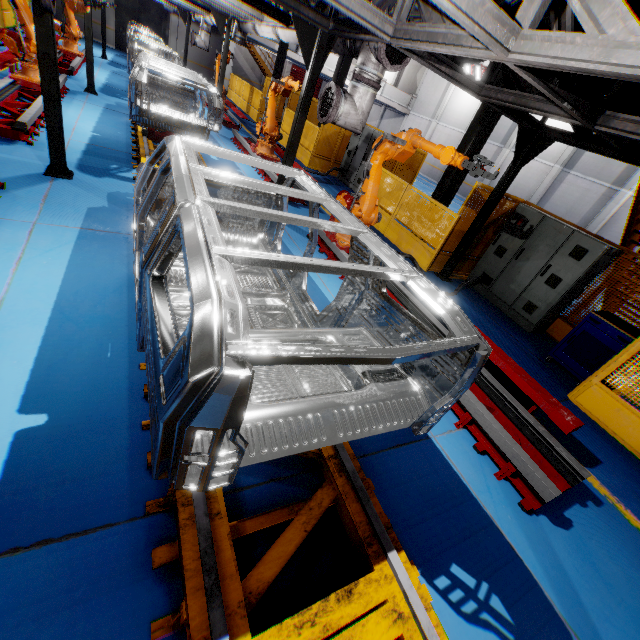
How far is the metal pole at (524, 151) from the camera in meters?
6.3

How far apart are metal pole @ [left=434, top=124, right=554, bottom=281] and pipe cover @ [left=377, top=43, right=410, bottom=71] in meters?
2.7 m

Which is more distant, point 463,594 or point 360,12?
point 360,12

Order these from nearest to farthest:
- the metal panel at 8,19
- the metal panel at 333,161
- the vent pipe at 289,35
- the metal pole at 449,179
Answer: the vent pipe at 289,35
the metal pole at 449,179
the metal panel at 333,161
the metal panel at 8,19

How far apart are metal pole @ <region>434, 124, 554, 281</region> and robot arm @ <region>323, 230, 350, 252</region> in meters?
2.4

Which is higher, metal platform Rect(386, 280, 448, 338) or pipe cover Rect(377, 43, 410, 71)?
pipe cover Rect(377, 43, 410, 71)

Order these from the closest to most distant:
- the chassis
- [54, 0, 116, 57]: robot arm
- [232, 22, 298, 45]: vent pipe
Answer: the chassis < [54, 0, 116, 57]: robot arm < [232, 22, 298, 45]: vent pipe

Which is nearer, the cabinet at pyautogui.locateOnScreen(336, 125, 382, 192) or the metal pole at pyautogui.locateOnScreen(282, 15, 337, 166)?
the metal pole at pyautogui.locateOnScreen(282, 15, 337, 166)
